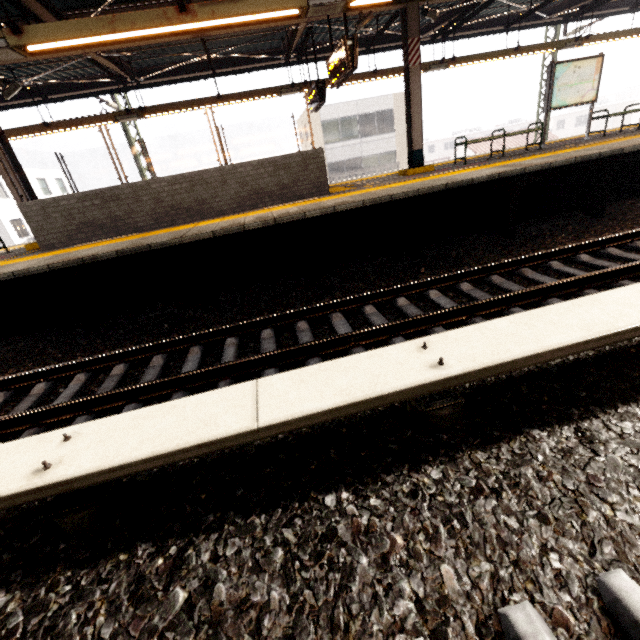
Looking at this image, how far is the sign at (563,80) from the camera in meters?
8.6

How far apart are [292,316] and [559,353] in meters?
3.2

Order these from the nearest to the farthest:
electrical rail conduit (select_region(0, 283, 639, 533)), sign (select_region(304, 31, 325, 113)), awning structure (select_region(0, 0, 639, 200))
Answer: electrical rail conduit (select_region(0, 283, 639, 533))
awning structure (select_region(0, 0, 639, 200))
sign (select_region(304, 31, 325, 113))

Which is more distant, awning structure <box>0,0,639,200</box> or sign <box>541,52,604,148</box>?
sign <box>541,52,604,148</box>

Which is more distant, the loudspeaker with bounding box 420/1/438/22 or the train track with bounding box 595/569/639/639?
the loudspeaker with bounding box 420/1/438/22

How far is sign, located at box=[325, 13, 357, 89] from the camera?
5.8 meters

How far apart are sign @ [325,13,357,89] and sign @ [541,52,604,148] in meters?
6.0 m

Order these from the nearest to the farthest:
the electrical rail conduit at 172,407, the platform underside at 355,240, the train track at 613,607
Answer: the train track at 613,607 < the electrical rail conduit at 172,407 < the platform underside at 355,240
